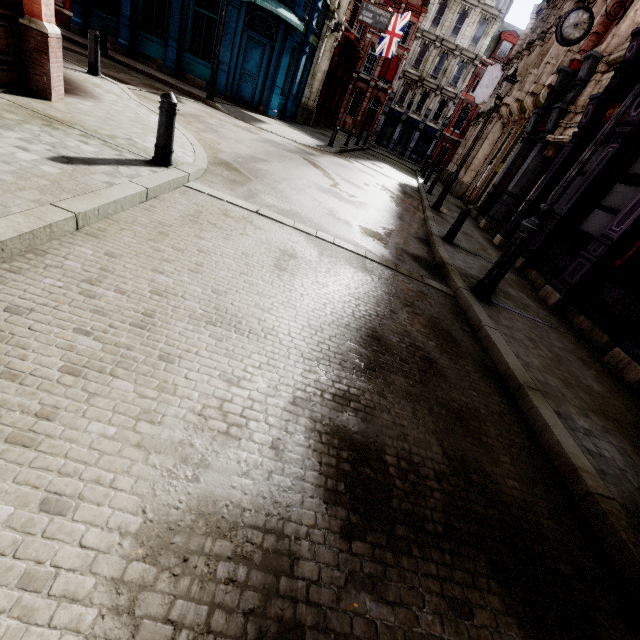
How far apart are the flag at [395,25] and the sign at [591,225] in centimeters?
2621cm

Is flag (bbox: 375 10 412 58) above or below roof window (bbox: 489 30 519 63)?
below

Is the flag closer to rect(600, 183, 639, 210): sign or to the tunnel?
the tunnel

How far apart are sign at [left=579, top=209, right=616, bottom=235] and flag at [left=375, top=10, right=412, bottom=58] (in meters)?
26.21

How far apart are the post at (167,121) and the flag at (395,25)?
29.27m

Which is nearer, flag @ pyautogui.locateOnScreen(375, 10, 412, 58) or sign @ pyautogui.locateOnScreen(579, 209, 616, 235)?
sign @ pyautogui.locateOnScreen(579, 209, 616, 235)

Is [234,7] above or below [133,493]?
above

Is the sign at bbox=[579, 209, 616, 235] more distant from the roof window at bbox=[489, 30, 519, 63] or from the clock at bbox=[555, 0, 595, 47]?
the roof window at bbox=[489, 30, 519, 63]
